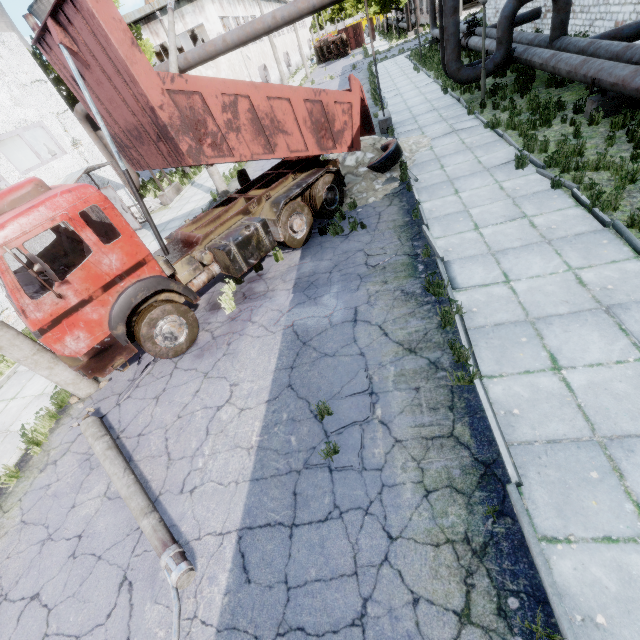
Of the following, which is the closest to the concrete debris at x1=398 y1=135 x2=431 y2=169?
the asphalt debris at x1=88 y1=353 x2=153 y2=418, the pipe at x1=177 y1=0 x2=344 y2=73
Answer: the pipe at x1=177 y1=0 x2=344 y2=73

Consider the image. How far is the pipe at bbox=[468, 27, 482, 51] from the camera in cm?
1694

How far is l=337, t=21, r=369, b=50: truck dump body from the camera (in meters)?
51.56

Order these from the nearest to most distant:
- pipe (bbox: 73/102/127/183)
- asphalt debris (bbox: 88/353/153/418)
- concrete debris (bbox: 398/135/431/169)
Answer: asphalt debris (bbox: 88/353/153/418) < concrete debris (bbox: 398/135/431/169) < pipe (bbox: 73/102/127/183)

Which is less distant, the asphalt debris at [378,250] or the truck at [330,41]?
the asphalt debris at [378,250]

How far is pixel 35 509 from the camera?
5.52m

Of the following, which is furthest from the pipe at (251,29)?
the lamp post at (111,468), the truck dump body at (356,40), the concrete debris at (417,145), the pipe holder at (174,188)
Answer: the truck dump body at (356,40)

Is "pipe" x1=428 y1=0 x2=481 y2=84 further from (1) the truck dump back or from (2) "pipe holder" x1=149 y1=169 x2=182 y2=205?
(1) the truck dump back
